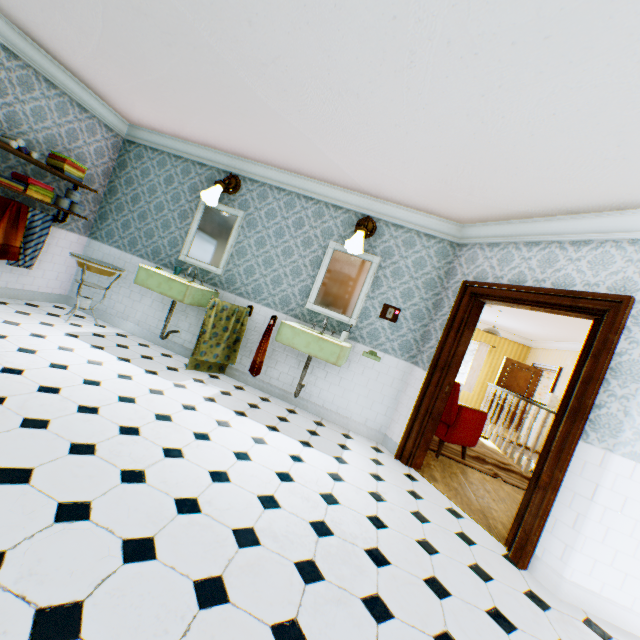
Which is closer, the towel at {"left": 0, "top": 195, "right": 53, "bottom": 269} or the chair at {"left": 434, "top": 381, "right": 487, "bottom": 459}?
the towel at {"left": 0, "top": 195, "right": 53, "bottom": 269}

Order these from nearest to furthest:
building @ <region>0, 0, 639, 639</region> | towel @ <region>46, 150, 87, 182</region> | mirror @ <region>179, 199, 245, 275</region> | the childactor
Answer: building @ <region>0, 0, 639, 639</region> → towel @ <region>46, 150, 87, 182</region> → mirror @ <region>179, 199, 245, 275</region> → the childactor

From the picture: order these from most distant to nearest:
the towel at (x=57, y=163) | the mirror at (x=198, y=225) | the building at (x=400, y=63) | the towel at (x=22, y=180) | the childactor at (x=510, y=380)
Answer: the childactor at (x=510, y=380)
the mirror at (x=198, y=225)
the towel at (x=57, y=163)
the towel at (x=22, y=180)
the building at (x=400, y=63)

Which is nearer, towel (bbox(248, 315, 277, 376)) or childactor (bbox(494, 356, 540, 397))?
towel (bbox(248, 315, 277, 376))

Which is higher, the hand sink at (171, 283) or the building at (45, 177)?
the building at (45, 177)

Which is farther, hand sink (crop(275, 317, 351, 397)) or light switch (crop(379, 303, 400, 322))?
light switch (crop(379, 303, 400, 322))

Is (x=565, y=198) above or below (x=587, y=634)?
above

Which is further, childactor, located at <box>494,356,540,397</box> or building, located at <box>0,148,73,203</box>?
childactor, located at <box>494,356,540,397</box>
